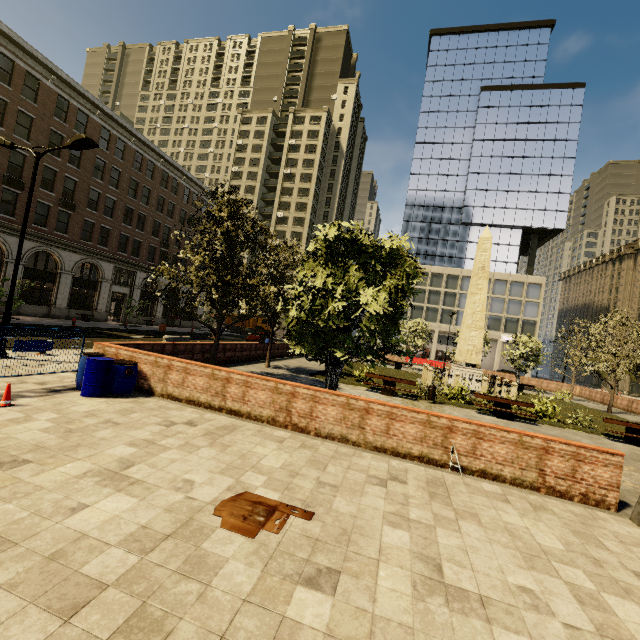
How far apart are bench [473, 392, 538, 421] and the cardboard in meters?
13.0

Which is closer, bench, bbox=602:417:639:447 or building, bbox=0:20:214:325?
bench, bbox=602:417:639:447

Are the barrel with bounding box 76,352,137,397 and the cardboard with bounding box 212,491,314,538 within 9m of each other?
yes

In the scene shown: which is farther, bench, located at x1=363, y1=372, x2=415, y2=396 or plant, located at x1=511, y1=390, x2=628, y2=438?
bench, located at x1=363, y1=372, x2=415, y2=396

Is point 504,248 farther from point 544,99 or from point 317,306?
point 317,306

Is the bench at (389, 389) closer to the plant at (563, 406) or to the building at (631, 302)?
the plant at (563, 406)

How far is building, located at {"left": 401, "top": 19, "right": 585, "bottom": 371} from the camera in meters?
53.0 m

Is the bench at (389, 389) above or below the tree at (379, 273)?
below
